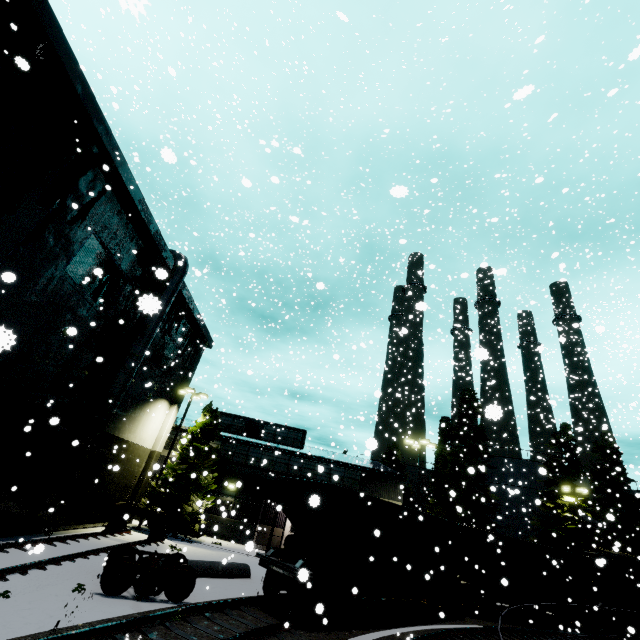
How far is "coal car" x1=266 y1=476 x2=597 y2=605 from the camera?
12.4m

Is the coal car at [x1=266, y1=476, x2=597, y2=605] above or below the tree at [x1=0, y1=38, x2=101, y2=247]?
below

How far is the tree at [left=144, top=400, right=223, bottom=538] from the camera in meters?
22.5 m

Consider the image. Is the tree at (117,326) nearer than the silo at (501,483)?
Yes

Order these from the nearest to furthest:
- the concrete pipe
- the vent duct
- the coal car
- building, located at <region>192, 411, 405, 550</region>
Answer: the coal car, the concrete pipe, the vent duct, building, located at <region>192, 411, 405, 550</region>

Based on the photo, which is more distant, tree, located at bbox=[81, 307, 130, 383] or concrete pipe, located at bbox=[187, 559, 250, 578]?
tree, located at bbox=[81, 307, 130, 383]

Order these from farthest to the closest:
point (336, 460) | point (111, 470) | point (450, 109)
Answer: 1. point (336, 460)
2. point (111, 470)
3. point (450, 109)

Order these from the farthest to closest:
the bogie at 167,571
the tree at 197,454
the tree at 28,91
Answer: the tree at 197,454 < the tree at 28,91 < the bogie at 167,571
